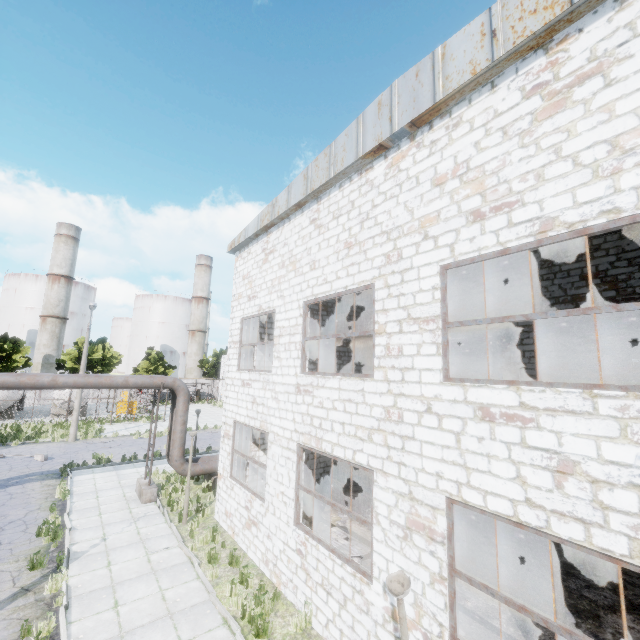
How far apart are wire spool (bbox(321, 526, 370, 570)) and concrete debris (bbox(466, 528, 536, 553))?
4.35m

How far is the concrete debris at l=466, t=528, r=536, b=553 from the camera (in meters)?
10.28

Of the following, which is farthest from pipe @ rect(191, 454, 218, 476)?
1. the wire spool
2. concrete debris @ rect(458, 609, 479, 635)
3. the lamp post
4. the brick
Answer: the lamp post

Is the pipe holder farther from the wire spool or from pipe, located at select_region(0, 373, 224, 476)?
the wire spool

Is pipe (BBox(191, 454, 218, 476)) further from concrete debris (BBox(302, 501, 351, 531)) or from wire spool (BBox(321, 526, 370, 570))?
wire spool (BBox(321, 526, 370, 570))

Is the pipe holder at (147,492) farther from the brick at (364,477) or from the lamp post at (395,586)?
the lamp post at (395,586)

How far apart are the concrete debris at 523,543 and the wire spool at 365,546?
4.4m

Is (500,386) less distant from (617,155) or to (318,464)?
(617,155)
